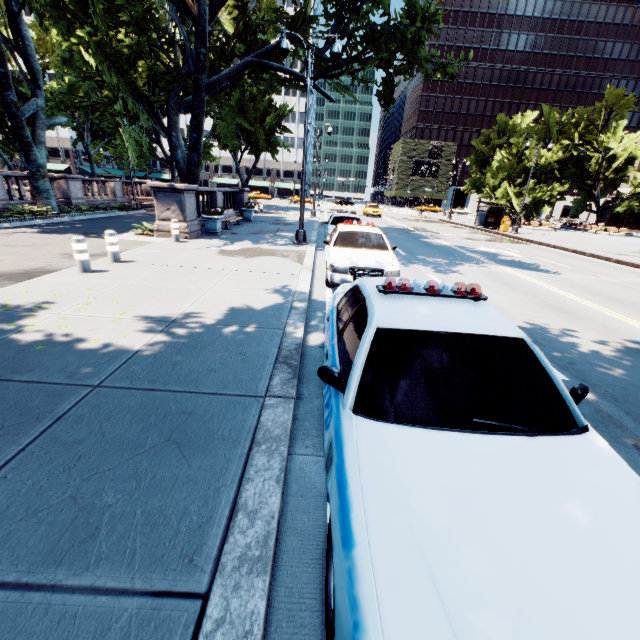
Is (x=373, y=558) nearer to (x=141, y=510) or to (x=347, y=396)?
(x=347, y=396)

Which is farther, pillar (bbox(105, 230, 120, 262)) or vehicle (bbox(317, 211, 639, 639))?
pillar (bbox(105, 230, 120, 262))

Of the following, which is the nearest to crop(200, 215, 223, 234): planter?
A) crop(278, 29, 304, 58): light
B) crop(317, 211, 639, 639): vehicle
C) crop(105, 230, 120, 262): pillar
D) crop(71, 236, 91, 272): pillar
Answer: crop(278, 29, 304, 58): light

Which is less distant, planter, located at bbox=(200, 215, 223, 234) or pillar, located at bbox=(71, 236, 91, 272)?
pillar, located at bbox=(71, 236, 91, 272)

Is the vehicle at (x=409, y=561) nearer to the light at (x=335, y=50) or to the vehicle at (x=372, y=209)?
the light at (x=335, y=50)

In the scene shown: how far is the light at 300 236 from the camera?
11.89m

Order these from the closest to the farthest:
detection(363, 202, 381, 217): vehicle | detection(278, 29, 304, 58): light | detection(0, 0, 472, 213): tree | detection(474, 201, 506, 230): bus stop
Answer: detection(278, 29, 304, 58): light, detection(0, 0, 472, 213): tree, detection(474, 201, 506, 230): bus stop, detection(363, 202, 381, 217): vehicle

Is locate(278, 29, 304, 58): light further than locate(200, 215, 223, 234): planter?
No
